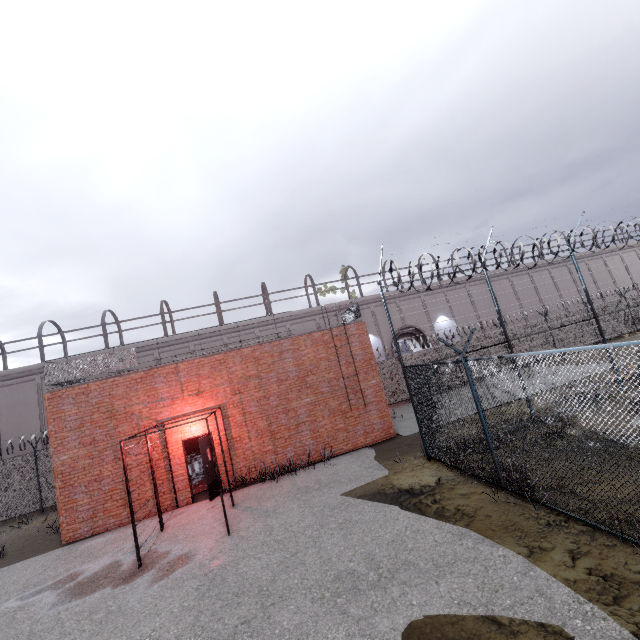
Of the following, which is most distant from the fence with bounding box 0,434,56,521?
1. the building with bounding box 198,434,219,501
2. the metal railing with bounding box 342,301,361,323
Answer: the building with bounding box 198,434,219,501

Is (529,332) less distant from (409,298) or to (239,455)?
(409,298)

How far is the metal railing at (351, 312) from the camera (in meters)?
14.29

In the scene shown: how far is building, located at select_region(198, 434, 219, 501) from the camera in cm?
1093

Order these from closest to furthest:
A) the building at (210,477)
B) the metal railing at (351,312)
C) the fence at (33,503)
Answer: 1. the building at (210,477)
2. the metal railing at (351,312)
3. the fence at (33,503)

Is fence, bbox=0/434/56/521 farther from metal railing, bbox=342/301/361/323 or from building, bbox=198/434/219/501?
building, bbox=198/434/219/501

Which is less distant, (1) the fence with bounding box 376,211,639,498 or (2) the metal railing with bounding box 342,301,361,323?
(1) the fence with bounding box 376,211,639,498

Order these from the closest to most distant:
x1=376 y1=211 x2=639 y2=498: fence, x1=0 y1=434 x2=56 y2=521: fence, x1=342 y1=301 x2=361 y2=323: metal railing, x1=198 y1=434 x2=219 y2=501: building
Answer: x1=376 y1=211 x2=639 y2=498: fence → x1=198 y1=434 x2=219 y2=501: building → x1=342 y1=301 x2=361 y2=323: metal railing → x1=0 y1=434 x2=56 y2=521: fence
